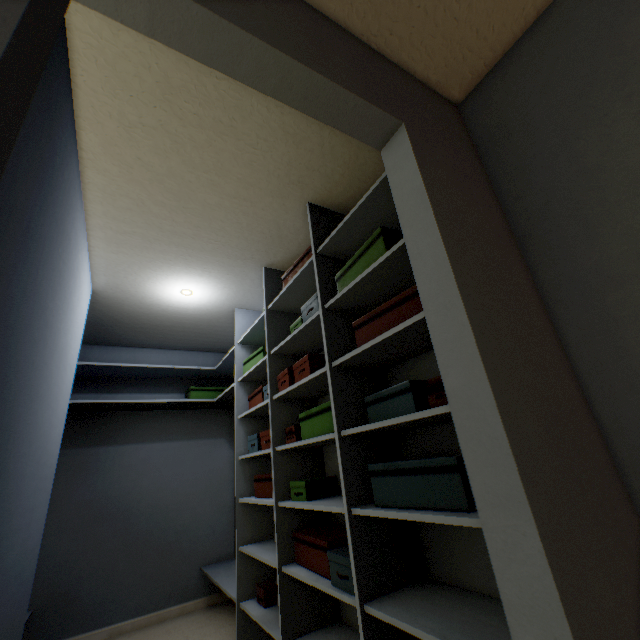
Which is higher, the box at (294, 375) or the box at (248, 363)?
the box at (248, 363)

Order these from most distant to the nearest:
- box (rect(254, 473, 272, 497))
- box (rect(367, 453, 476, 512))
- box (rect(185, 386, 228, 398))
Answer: box (rect(185, 386, 228, 398)), box (rect(254, 473, 272, 497)), box (rect(367, 453, 476, 512))

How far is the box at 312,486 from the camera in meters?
1.7

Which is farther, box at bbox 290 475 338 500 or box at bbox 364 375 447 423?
box at bbox 290 475 338 500

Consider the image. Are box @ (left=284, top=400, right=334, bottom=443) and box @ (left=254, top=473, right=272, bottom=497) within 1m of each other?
Result: yes

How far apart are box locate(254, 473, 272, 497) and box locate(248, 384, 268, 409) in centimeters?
51cm

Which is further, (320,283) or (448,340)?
(320,283)

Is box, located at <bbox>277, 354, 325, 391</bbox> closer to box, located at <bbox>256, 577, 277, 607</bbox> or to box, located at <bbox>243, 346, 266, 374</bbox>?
box, located at <bbox>243, 346, 266, 374</bbox>
